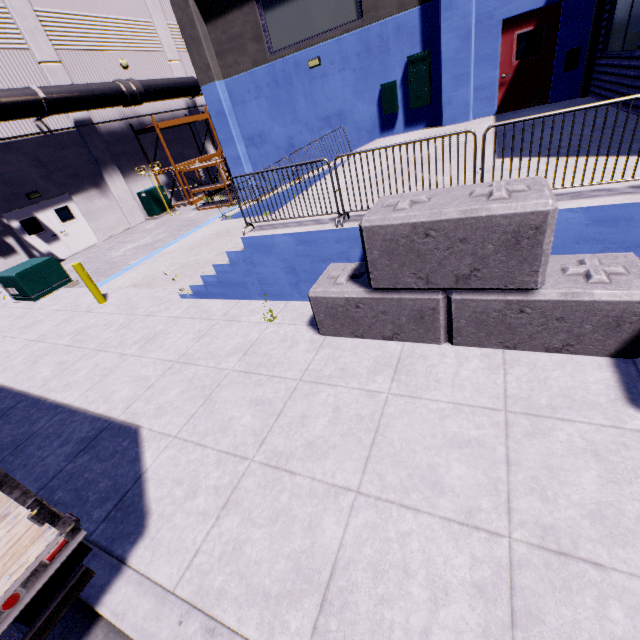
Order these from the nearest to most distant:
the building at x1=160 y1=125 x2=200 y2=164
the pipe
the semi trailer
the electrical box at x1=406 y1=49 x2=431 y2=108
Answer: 1. the semi trailer
2. the electrical box at x1=406 y1=49 x2=431 y2=108
3. the pipe
4. the building at x1=160 y1=125 x2=200 y2=164

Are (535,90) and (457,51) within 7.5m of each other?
yes

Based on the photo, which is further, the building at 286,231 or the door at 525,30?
the door at 525,30

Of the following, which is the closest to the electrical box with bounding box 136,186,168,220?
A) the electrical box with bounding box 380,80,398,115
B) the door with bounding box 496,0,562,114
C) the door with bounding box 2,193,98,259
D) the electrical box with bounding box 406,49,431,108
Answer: the door with bounding box 2,193,98,259

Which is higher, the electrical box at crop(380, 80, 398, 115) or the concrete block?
the electrical box at crop(380, 80, 398, 115)

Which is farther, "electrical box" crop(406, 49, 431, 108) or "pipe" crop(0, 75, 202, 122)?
"pipe" crop(0, 75, 202, 122)

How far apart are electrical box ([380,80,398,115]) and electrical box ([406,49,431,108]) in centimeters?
41cm

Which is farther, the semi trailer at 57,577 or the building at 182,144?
the building at 182,144
